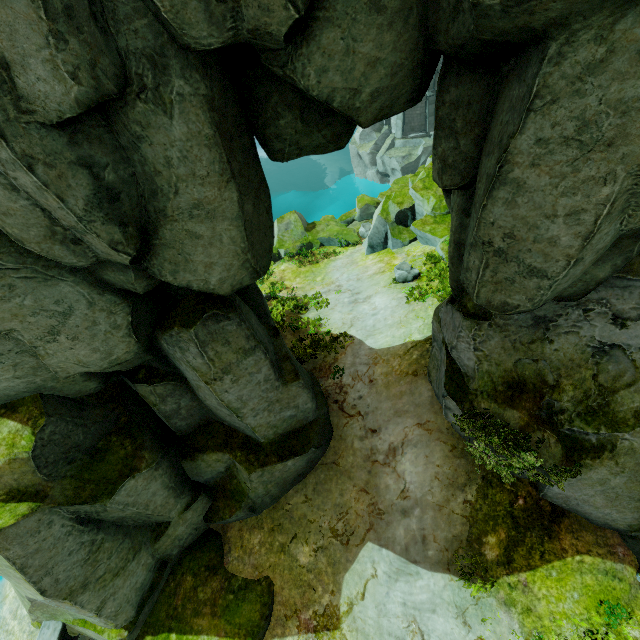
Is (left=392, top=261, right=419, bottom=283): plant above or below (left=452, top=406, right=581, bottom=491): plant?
below

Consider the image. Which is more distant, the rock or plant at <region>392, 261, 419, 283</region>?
plant at <region>392, 261, 419, 283</region>

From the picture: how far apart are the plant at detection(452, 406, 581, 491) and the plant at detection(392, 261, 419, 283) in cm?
674

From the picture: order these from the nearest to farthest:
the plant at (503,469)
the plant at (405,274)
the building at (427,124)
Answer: the plant at (503,469)
the plant at (405,274)
the building at (427,124)

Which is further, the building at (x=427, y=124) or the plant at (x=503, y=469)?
the building at (x=427, y=124)

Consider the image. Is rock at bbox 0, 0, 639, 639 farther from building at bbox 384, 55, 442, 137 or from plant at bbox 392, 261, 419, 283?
building at bbox 384, 55, 442, 137

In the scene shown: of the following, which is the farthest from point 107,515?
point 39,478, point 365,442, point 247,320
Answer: point 365,442

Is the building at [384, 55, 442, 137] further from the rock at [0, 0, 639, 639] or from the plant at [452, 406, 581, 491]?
the plant at [452, 406, 581, 491]
